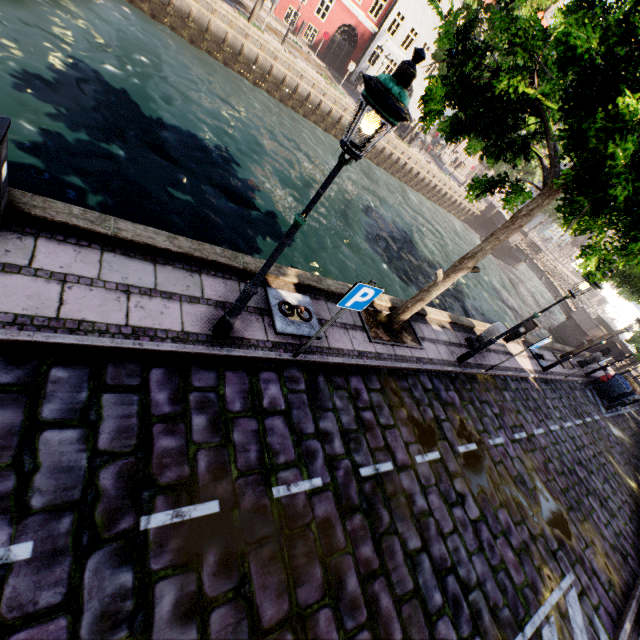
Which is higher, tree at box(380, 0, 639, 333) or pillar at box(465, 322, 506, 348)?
tree at box(380, 0, 639, 333)

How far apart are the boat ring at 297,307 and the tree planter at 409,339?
1.4 meters

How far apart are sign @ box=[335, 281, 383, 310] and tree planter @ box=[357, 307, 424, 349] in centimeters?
253cm

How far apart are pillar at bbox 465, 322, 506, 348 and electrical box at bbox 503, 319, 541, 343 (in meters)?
3.05

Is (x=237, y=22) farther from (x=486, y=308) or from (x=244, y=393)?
(x=486, y=308)

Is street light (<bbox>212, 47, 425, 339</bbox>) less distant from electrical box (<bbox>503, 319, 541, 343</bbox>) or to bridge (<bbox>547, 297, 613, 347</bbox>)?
electrical box (<bbox>503, 319, 541, 343</bbox>)

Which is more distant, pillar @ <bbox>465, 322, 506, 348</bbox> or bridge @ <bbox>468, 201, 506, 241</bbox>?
bridge @ <bbox>468, 201, 506, 241</bbox>

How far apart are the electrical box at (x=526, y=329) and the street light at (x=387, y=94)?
11.7m
